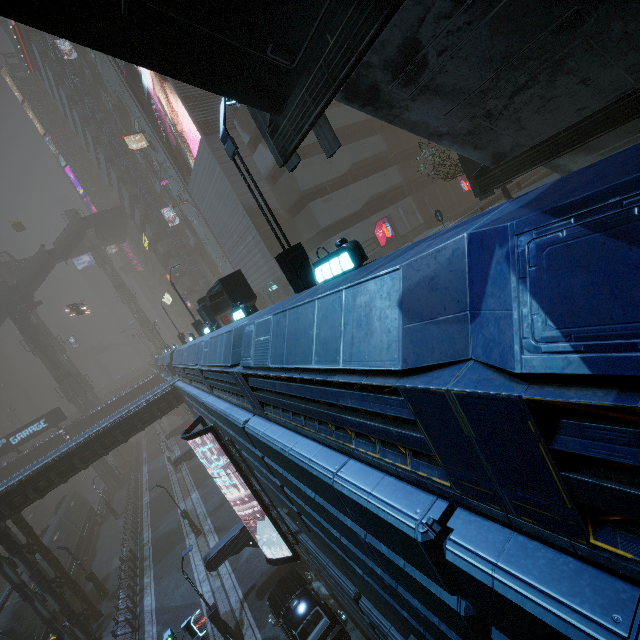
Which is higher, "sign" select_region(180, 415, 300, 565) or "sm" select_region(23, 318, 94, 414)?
"sm" select_region(23, 318, 94, 414)

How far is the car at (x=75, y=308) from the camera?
37.27m

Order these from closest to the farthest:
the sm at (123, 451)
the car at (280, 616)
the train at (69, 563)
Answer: the car at (280, 616) → the train at (69, 563) → the sm at (123, 451)

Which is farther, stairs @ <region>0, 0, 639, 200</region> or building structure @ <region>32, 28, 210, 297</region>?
building structure @ <region>32, 28, 210, 297</region>

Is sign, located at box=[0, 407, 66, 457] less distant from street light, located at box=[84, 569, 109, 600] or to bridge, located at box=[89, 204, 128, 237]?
street light, located at box=[84, 569, 109, 600]

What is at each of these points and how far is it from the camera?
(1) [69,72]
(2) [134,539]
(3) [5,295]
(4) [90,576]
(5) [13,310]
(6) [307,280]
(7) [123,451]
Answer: (1) building structure, 39.9 meters
(2) building, 29.6 meters
(3) stairs, 46.3 meters
(4) street light, 24.8 meters
(5) building structure, 45.9 meters
(6) street light, 7.9 meters
(7) sm, 55.3 meters

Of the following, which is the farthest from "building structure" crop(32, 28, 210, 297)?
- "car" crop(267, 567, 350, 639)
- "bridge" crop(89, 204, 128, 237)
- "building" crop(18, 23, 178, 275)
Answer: "car" crop(267, 567, 350, 639)

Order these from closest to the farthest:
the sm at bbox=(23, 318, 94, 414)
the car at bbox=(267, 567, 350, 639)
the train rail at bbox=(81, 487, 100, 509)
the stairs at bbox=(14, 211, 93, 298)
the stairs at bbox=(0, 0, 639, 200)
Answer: the stairs at bbox=(0, 0, 639, 200) → the car at bbox=(267, 567, 350, 639) → the stairs at bbox=(14, 211, 93, 298) → the train rail at bbox=(81, 487, 100, 509) → the sm at bbox=(23, 318, 94, 414)
